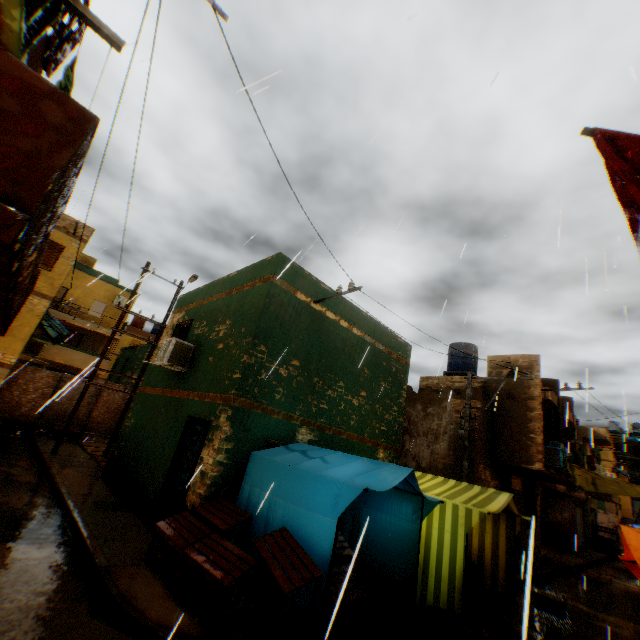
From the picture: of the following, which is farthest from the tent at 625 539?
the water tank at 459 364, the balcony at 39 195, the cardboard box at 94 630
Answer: the water tank at 459 364

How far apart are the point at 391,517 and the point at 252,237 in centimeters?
664cm

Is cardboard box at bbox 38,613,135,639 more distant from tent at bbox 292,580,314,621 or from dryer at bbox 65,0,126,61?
dryer at bbox 65,0,126,61

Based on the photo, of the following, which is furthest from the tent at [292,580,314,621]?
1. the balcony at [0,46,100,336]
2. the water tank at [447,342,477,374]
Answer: the water tank at [447,342,477,374]

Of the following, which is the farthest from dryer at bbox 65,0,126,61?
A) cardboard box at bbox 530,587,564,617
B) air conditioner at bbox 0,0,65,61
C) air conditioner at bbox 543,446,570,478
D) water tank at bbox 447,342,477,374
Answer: water tank at bbox 447,342,477,374

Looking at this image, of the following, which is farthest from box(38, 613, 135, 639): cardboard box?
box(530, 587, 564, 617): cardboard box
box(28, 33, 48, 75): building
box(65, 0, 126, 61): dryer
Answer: box(530, 587, 564, 617): cardboard box

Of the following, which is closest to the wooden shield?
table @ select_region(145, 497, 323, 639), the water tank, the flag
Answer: table @ select_region(145, 497, 323, 639)

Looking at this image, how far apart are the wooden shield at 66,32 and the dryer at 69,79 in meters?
0.5
